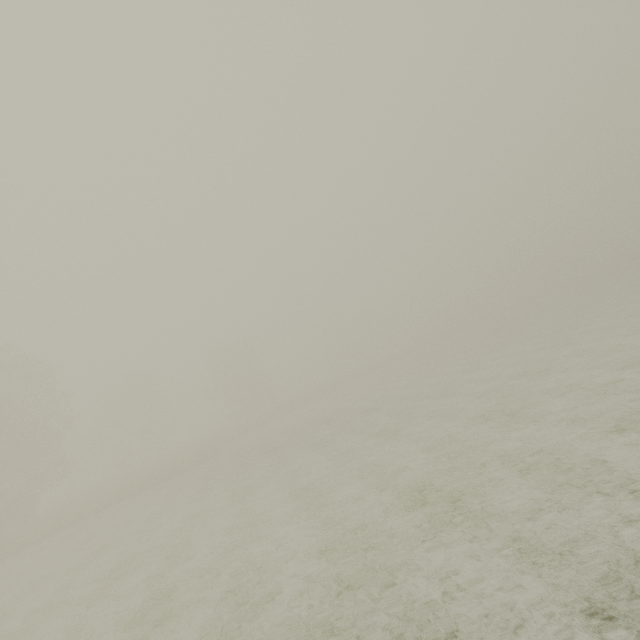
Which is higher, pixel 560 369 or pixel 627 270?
pixel 560 369
